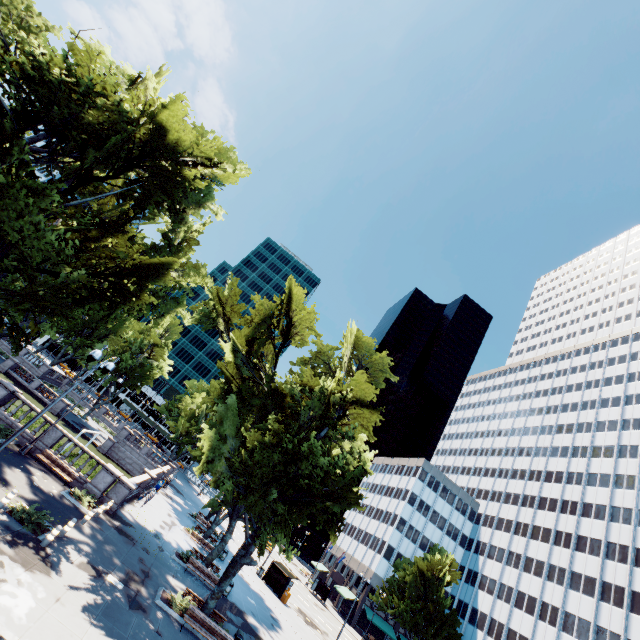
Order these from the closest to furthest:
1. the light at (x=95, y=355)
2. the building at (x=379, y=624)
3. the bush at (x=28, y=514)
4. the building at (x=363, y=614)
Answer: the light at (x=95, y=355)
the bush at (x=28, y=514)
the building at (x=379, y=624)
the building at (x=363, y=614)

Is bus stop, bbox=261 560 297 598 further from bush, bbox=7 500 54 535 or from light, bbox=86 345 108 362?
light, bbox=86 345 108 362

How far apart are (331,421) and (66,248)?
18.41m

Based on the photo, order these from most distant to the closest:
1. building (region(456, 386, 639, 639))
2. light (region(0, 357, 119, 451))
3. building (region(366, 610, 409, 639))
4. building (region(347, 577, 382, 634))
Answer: building (region(347, 577, 382, 634)) → building (region(366, 610, 409, 639)) → building (region(456, 386, 639, 639)) → light (region(0, 357, 119, 451))

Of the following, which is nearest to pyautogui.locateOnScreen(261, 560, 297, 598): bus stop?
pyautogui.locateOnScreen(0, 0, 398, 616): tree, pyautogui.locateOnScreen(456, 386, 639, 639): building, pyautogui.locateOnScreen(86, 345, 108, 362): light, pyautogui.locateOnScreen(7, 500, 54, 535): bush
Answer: pyautogui.locateOnScreen(456, 386, 639, 639): building

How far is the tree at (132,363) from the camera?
58.2m

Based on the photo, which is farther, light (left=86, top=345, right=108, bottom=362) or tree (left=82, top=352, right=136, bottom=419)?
tree (left=82, top=352, right=136, bottom=419)
